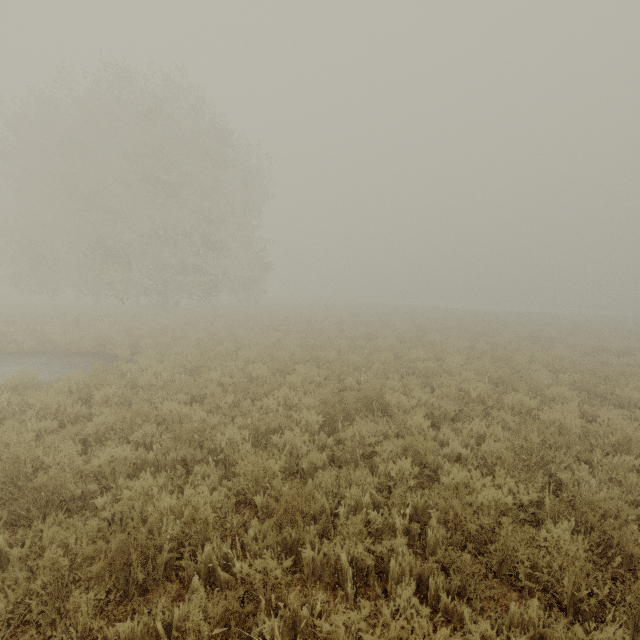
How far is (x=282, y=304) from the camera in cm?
3881
